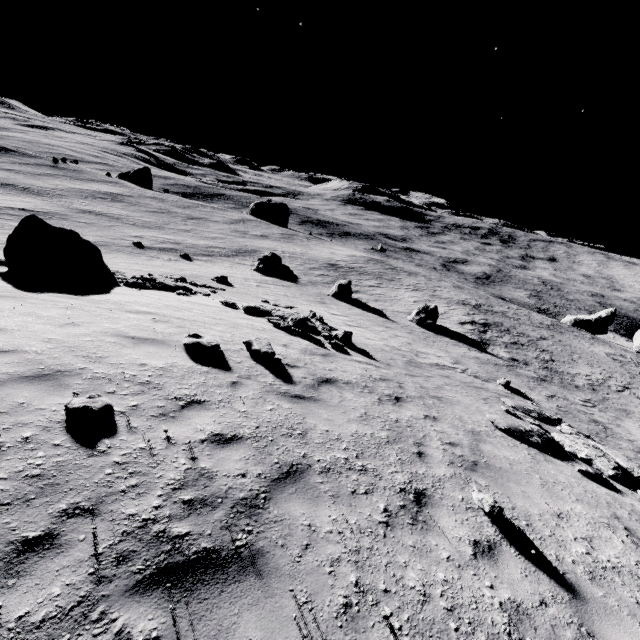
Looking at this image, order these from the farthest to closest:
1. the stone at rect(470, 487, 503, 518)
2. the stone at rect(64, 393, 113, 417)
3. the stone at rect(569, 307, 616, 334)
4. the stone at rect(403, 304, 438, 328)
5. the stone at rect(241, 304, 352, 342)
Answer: the stone at rect(569, 307, 616, 334)
the stone at rect(403, 304, 438, 328)
the stone at rect(241, 304, 352, 342)
the stone at rect(470, 487, 503, 518)
the stone at rect(64, 393, 113, 417)

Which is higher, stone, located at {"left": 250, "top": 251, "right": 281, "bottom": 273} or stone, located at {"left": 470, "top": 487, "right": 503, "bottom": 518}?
stone, located at {"left": 470, "top": 487, "right": 503, "bottom": 518}

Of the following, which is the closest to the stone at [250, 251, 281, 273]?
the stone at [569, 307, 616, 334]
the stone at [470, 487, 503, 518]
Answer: the stone at [470, 487, 503, 518]

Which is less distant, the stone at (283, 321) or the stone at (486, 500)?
the stone at (486, 500)

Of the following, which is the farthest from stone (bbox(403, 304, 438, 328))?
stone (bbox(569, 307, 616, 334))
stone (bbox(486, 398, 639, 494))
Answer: stone (bbox(569, 307, 616, 334))

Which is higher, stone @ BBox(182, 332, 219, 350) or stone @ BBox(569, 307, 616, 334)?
stone @ BBox(182, 332, 219, 350)

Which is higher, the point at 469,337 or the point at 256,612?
the point at 256,612

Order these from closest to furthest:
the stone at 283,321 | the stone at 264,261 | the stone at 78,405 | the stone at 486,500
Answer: the stone at 78,405 → the stone at 486,500 → the stone at 283,321 → the stone at 264,261
